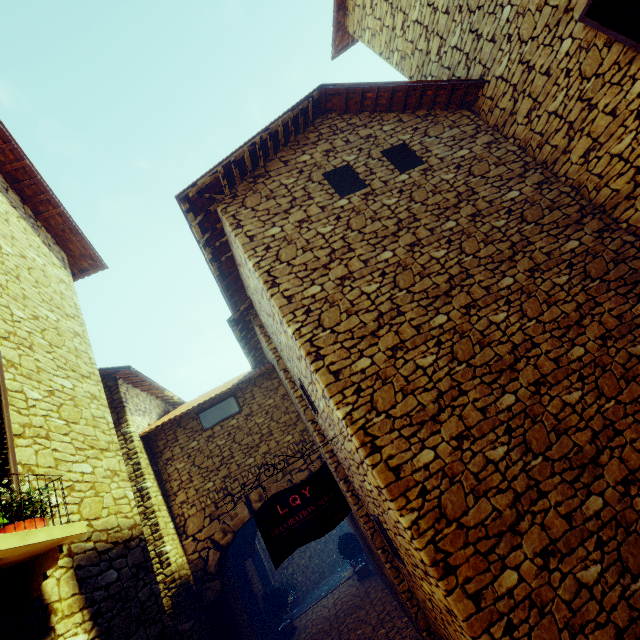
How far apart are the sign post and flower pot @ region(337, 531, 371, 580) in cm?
855

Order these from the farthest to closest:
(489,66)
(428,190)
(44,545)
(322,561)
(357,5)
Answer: (322,561), (357,5), (489,66), (428,190), (44,545)

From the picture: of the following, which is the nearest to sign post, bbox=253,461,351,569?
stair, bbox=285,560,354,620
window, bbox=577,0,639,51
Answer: window, bbox=577,0,639,51

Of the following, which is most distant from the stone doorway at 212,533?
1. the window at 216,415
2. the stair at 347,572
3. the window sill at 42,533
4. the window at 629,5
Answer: the window at 629,5

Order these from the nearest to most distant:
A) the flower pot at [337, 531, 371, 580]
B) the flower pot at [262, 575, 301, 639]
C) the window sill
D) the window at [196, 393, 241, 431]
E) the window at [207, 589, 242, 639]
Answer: the window sill, the window at [207, 589, 242, 639], the window at [196, 393, 241, 431], the flower pot at [262, 575, 301, 639], the flower pot at [337, 531, 371, 580]

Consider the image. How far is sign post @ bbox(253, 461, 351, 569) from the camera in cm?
339

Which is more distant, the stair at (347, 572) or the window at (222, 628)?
the stair at (347, 572)

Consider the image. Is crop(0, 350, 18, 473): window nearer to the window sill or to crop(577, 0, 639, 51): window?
the window sill
